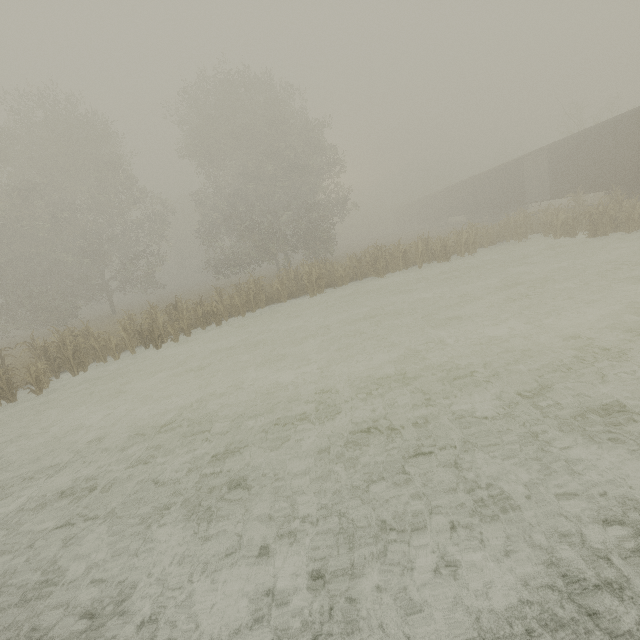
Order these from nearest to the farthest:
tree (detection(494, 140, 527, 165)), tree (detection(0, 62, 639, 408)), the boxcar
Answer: tree (detection(0, 62, 639, 408))
the boxcar
tree (detection(494, 140, 527, 165))

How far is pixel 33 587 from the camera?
3.79m

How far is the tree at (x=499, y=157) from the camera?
49.1m

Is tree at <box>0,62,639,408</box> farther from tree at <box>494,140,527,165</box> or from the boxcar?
tree at <box>494,140,527,165</box>

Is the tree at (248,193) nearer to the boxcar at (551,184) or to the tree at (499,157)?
the boxcar at (551,184)

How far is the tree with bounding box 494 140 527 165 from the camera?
49.12m
